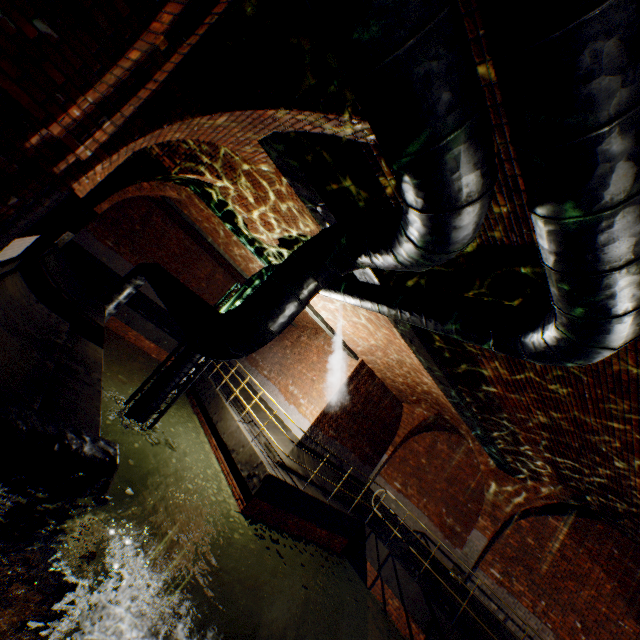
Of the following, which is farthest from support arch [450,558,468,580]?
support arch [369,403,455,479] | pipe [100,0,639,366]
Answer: pipe [100,0,639,366]

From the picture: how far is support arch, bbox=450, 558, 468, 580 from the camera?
10.4 meters

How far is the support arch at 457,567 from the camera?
10.4m

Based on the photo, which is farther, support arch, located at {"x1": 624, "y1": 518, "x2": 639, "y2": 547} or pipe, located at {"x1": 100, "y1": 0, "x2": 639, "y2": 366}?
support arch, located at {"x1": 624, "y1": 518, "x2": 639, "y2": 547}

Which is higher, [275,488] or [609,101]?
[609,101]

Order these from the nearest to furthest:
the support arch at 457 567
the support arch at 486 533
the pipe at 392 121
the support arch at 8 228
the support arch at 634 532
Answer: the pipe at 392 121 → the support arch at 8 228 → the support arch at 634 532 → the support arch at 486 533 → the support arch at 457 567

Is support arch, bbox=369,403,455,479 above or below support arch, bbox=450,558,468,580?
above

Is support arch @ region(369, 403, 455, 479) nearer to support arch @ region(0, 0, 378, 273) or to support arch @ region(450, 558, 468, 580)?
support arch @ region(450, 558, 468, 580)
